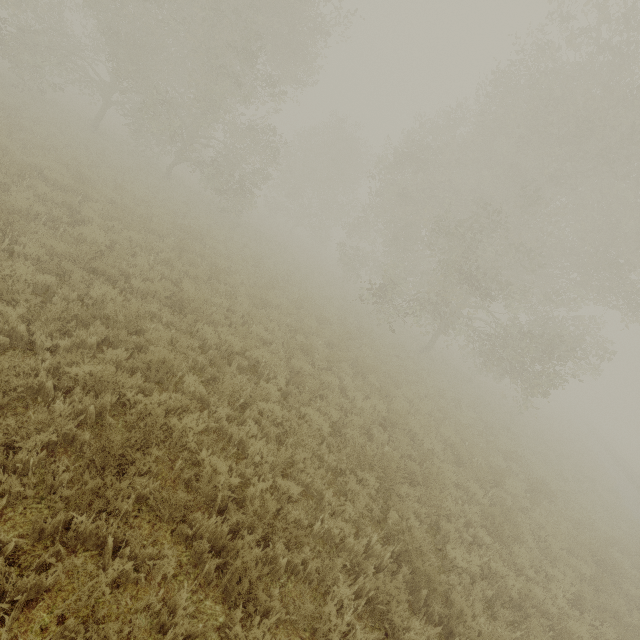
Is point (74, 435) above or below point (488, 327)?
below
